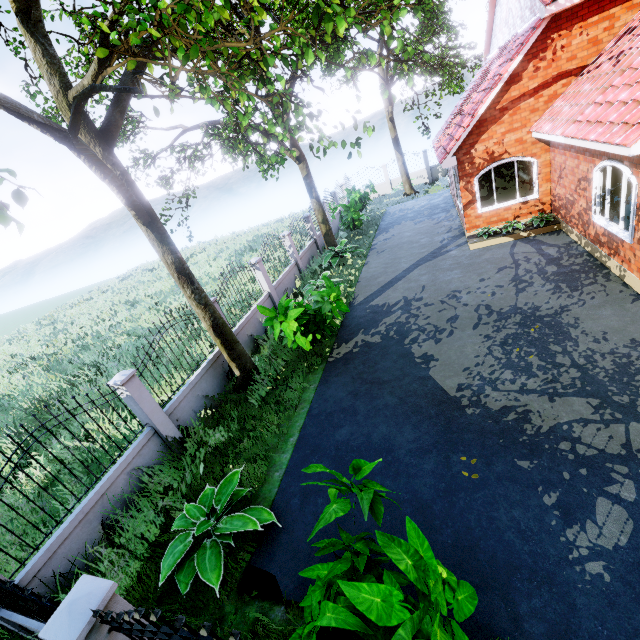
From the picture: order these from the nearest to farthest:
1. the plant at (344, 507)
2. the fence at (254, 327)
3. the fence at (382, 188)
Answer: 1. the plant at (344, 507)
2. the fence at (254, 327)
3. the fence at (382, 188)

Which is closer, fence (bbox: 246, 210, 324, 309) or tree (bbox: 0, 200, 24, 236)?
tree (bbox: 0, 200, 24, 236)

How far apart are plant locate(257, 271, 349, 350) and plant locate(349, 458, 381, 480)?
4.35m

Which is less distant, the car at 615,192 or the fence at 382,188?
the car at 615,192

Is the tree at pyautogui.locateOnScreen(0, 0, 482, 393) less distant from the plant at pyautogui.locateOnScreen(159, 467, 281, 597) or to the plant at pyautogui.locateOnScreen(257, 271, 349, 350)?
the plant at pyautogui.locateOnScreen(257, 271, 349, 350)

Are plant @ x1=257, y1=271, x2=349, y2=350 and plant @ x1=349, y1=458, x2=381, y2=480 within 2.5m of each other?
no

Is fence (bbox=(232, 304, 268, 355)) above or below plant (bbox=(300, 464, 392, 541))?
below

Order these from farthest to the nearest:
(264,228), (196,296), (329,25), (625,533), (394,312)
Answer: (264,228) → (394,312) → (196,296) → (625,533) → (329,25)
